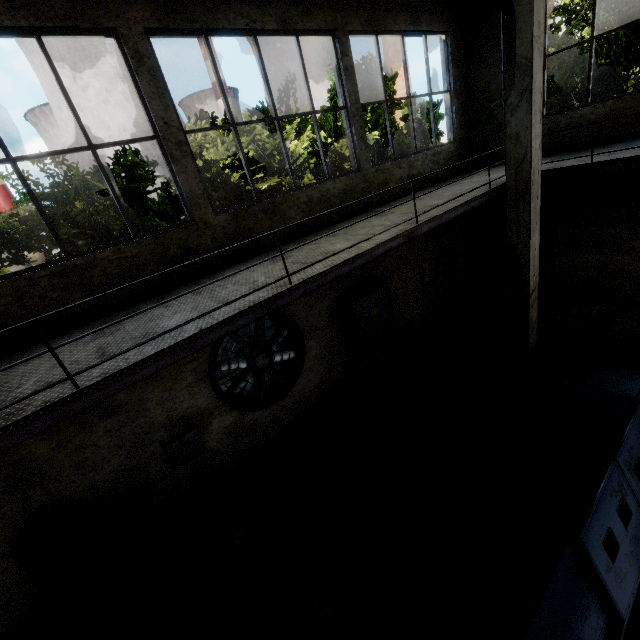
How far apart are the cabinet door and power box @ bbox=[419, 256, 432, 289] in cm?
875

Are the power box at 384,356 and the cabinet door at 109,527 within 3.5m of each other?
no

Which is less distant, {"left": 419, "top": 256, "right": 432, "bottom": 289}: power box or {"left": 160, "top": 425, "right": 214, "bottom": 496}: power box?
{"left": 160, "top": 425, "right": 214, "bottom": 496}: power box

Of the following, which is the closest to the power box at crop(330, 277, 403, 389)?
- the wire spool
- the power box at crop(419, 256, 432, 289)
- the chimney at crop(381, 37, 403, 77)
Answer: the power box at crop(419, 256, 432, 289)

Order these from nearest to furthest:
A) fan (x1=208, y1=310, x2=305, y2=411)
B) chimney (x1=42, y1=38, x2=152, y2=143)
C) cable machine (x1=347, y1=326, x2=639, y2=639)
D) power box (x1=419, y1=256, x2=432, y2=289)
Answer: cable machine (x1=347, y1=326, x2=639, y2=639)
fan (x1=208, y1=310, x2=305, y2=411)
power box (x1=419, y1=256, x2=432, y2=289)
chimney (x1=42, y1=38, x2=152, y2=143)

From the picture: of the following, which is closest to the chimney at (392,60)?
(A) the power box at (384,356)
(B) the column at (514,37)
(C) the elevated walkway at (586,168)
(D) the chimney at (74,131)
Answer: (D) the chimney at (74,131)

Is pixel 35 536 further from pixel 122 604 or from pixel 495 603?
pixel 495 603

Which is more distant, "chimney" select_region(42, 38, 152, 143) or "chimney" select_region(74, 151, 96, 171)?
"chimney" select_region(74, 151, 96, 171)
